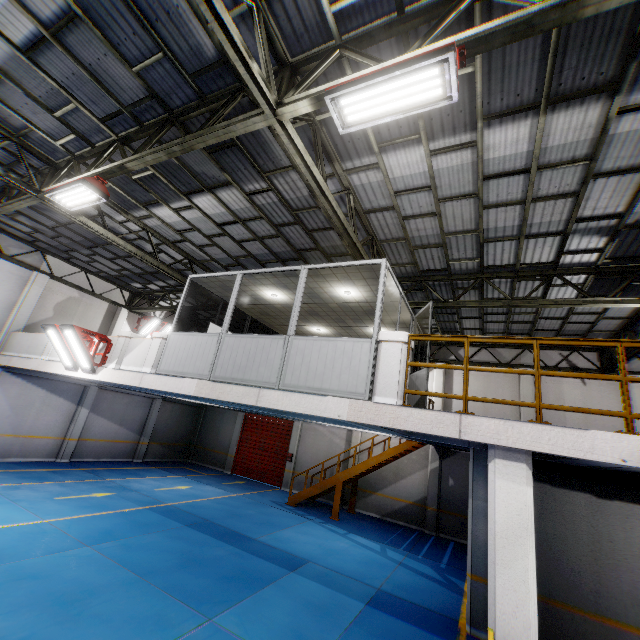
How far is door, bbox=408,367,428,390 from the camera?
7.5 meters

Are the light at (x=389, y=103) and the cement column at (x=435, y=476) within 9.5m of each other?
Result: no

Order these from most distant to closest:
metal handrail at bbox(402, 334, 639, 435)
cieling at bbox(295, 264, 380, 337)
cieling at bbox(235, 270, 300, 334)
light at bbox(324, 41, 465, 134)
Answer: cieling at bbox(235, 270, 300, 334)
cieling at bbox(295, 264, 380, 337)
metal handrail at bbox(402, 334, 639, 435)
light at bbox(324, 41, 465, 134)

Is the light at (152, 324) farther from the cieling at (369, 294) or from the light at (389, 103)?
the light at (389, 103)

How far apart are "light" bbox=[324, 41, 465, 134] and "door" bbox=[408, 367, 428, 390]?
4.8m

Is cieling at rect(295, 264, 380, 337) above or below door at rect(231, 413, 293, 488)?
above

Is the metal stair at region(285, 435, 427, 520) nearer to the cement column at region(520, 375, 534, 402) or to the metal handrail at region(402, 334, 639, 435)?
the cement column at region(520, 375, 534, 402)

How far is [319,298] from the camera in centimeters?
931cm
